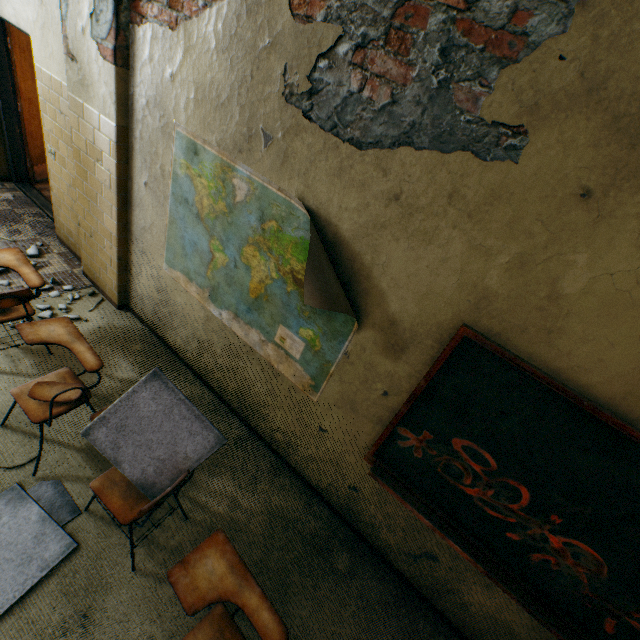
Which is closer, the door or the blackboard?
the blackboard

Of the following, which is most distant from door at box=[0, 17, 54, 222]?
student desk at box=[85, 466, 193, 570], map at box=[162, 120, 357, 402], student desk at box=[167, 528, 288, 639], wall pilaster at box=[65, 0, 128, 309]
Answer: student desk at box=[167, 528, 288, 639]

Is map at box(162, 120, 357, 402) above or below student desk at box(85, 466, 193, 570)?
above

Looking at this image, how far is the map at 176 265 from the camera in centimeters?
207cm

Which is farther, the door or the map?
the door

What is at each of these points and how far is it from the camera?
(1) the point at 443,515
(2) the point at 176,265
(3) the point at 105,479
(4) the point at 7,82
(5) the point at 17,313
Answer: (1) blackboard, 2.1 meters
(2) map, 3.0 meters
(3) student desk, 2.1 meters
(4) door, 4.3 meters
(5) student desk, 2.8 meters

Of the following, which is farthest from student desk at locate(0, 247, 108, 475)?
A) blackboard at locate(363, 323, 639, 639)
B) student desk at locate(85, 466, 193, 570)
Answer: blackboard at locate(363, 323, 639, 639)

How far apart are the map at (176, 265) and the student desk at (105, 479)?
1.1 meters
